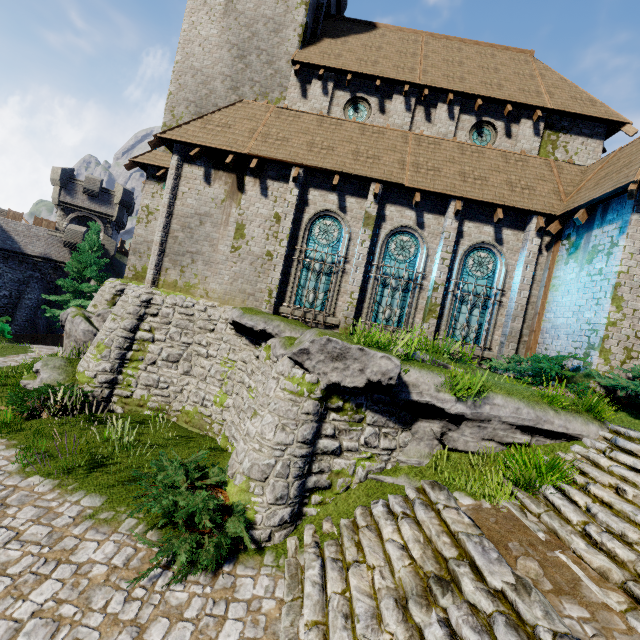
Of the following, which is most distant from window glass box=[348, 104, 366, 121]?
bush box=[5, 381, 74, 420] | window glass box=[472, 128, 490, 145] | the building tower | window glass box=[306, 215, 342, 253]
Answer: the building tower

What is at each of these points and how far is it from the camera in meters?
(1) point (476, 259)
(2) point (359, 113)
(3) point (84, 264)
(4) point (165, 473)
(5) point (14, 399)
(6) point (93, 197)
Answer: (1) window glass, 12.2 m
(2) window glass, 15.4 m
(3) tree, 26.3 m
(4) bush, 6.4 m
(5) bush, 9.2 m
(6) building tower, 33.2 m

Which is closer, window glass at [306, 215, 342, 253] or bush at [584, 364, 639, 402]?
bush at [584, 364, 639, 402]

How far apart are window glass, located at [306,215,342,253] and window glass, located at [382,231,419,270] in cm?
154

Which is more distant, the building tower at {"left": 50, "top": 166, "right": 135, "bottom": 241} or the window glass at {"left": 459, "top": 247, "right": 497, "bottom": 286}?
the building tower at {"left": 50, "top": 166, "right": 135, "bottom": 241}

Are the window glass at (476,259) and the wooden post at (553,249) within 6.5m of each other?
yes

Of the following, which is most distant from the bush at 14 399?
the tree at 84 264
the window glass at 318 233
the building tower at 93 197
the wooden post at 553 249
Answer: the building tower at 93 197

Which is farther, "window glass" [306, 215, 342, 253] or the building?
"window glass" [306, 215, 342, 253]
